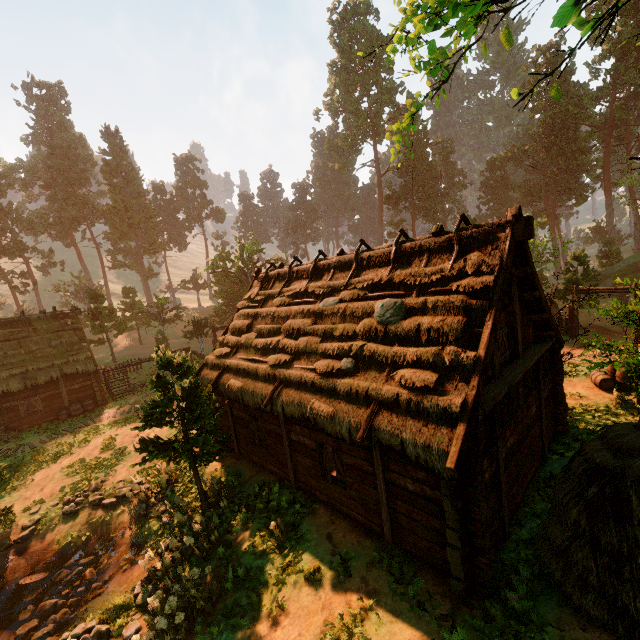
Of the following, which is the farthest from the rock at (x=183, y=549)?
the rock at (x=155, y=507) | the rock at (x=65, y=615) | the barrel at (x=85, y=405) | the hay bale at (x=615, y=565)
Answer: the barrel at (x=85, y=405)

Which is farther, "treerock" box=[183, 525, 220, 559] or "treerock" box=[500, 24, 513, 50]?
"treerock" box=[183, 525, 220, 559]

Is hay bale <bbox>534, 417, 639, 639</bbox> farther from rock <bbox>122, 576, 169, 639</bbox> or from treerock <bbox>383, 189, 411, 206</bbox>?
rock <bbox>122, 576, 169, 639</bbox>

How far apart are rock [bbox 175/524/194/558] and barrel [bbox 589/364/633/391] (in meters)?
17.80

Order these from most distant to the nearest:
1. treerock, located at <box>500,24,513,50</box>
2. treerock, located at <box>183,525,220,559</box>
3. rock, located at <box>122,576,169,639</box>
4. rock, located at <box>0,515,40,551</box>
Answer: rock, located at <box>0,515,40,551</box>, treerock, located at <box>183,525,220,559</box>, rock, located at <box>122,576,169,639</box>, treerock, located at <box>500,24,513,50</box>

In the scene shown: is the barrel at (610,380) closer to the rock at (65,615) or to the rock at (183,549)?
the rock at (183,549)

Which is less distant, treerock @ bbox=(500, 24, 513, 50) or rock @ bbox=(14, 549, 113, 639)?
treerock @ bbox=(500, 24, 513, 50)

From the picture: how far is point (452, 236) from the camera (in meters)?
9.15
